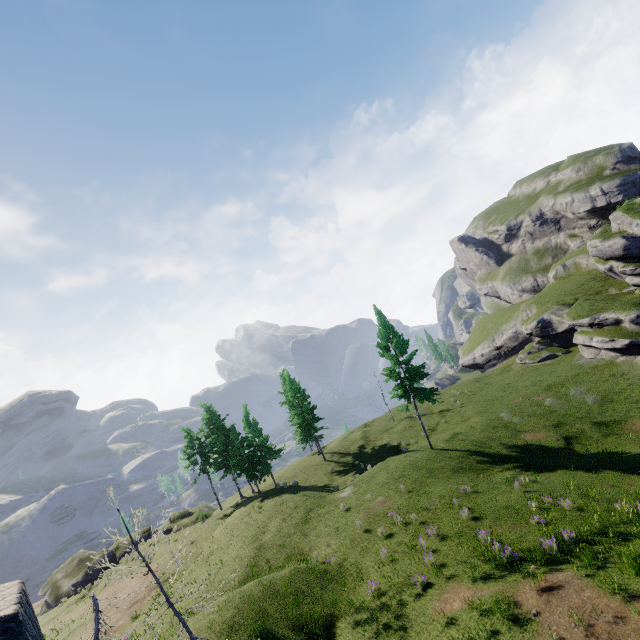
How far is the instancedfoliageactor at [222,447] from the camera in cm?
3847

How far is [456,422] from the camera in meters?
38.4 m

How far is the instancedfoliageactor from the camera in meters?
38.5 m
